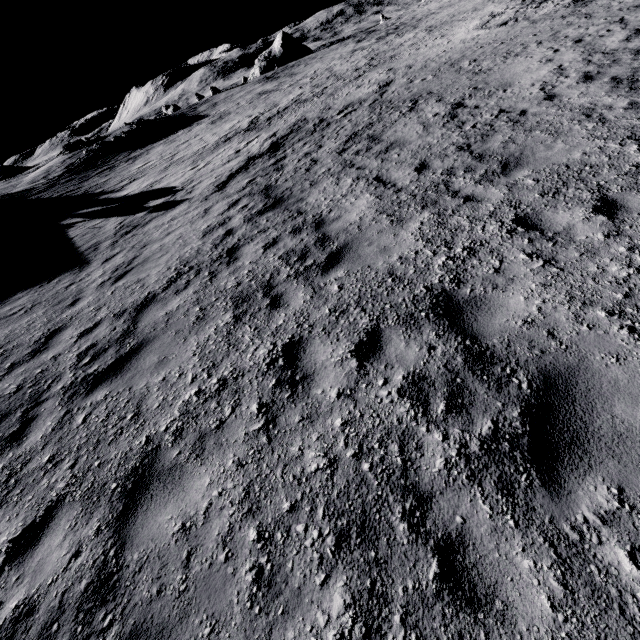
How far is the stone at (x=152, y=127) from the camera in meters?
38.8

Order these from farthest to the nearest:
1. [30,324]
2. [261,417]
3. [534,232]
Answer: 1. [30,324]
2. [534,232]
3. [261,417]

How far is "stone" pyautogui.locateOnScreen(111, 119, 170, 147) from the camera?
38.8m
